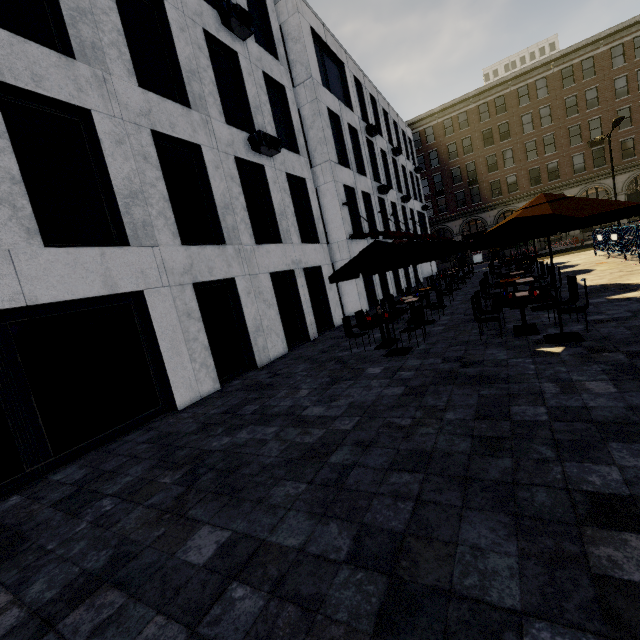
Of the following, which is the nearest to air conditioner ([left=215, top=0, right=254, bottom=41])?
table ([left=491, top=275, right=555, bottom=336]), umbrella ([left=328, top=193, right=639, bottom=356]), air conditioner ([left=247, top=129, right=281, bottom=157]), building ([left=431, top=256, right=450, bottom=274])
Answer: air conditioner ([left=247, top=129, right=281, bottom=157])

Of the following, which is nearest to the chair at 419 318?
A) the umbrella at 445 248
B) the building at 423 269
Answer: the umbrella at 445 248

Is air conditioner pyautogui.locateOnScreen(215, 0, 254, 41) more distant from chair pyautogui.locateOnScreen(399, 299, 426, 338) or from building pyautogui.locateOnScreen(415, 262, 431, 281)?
chair pyautogui.locateOnScreen(399, 299, 426, 338)

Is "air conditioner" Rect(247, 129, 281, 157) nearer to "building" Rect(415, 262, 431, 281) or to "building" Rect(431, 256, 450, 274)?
"building" Rect(415, 262, 431, 281)

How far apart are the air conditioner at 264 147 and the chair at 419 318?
7.4m

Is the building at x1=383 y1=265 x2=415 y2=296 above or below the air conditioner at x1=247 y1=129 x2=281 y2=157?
below

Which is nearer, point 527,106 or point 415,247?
point 415,247

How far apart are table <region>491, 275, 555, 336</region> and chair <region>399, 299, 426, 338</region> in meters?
2.1 m
